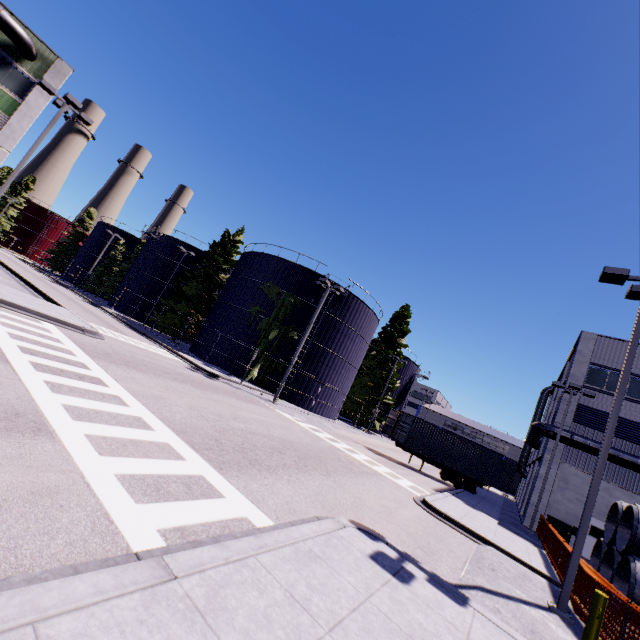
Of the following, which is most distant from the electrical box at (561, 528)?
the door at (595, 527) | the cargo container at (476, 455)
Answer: the cargo container at (476, 455)

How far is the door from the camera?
20.4 meters

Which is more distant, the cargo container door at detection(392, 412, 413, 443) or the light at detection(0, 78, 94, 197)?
the cargo container door at detection(392, 412, 413, 443)

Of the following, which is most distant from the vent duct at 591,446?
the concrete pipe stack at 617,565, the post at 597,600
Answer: the post at 597,600

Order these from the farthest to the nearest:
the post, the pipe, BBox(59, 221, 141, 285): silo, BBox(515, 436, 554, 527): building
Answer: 1. BBox(59, 221, 141, 285): silo
2. BBox(515, 436, 554, 527): building
3. the pipe
4. the post

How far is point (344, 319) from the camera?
31.91m

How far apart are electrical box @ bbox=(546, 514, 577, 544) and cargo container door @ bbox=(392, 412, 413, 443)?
9.7m

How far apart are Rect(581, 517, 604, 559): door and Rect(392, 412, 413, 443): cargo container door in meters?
11.9 m
